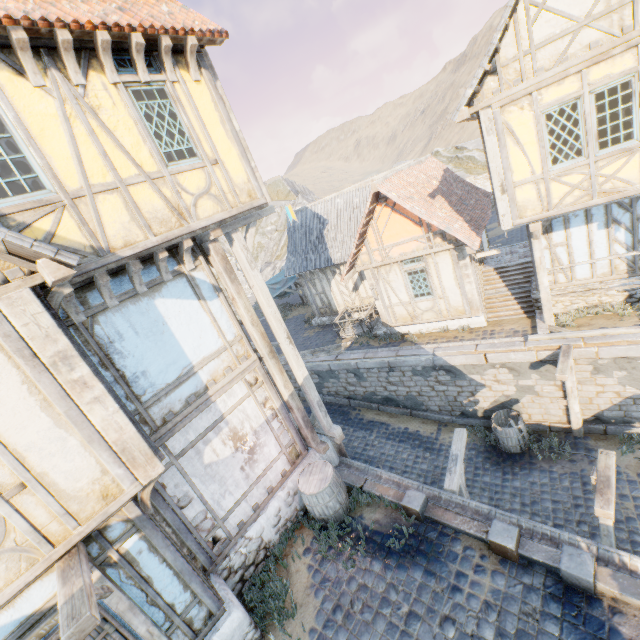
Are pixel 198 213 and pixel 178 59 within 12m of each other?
yes

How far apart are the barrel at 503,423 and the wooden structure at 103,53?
12.8m

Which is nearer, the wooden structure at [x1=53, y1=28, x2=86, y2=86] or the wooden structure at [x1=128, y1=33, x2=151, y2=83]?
the wooden structure at [x1=53, y1=28, x2=86, y2=86]

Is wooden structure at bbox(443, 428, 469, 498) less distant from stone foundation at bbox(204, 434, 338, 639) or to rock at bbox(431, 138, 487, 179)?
stone foundation at bbox(204, 434, 338, 639)

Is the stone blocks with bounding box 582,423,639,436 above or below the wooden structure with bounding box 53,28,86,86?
below

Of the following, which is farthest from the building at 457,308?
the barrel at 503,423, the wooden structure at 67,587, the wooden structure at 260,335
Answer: the wooden structure at 67,587

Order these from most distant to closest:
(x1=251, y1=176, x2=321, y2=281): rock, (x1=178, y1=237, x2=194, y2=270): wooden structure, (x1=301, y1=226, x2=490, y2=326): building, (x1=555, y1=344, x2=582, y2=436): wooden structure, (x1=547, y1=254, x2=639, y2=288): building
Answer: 1. (x1=251, y1=176, x2=321, y2=281): rock
2. (x1=301, y1=226, x2=490, y2=326): building
3. (x1=547, y1=254, x2=639, y2=288): building
4. (x1=555, y1=344, x2=582, y2=436): wooden structure
5. (x1=178, y1=237, x2=194, y2=270): wooden structure

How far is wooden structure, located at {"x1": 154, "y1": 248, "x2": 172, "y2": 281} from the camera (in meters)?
5.57
